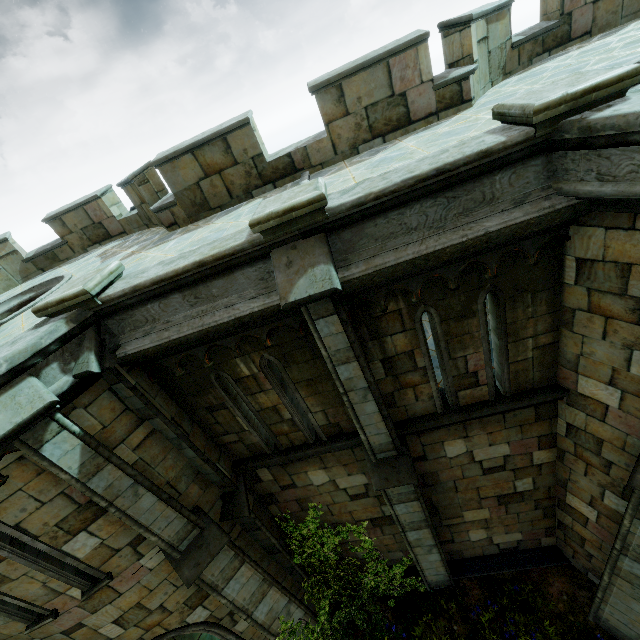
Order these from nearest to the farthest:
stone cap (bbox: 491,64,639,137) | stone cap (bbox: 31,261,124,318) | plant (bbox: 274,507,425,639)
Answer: stone cap (bbox: 491,64,639,137), stone cap (bbox: 31,261,124,318), plant (bbox: 274,507,425,639)

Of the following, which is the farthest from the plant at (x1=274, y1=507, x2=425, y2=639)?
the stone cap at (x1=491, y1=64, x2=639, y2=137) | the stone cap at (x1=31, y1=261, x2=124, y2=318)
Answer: the stone cap at (x1=491, y1=64, x2=639, y2=137)

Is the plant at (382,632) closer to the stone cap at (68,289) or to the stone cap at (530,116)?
the stone cap at (68,289)

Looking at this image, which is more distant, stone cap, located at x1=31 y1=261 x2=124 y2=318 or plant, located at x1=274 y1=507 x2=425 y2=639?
plant, located at x1=274 y1=507 x2=425 y2=639

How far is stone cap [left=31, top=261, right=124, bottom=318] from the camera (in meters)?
4.36

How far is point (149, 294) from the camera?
4.54m

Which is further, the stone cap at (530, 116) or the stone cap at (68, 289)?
the stone cap at (68, 289)
